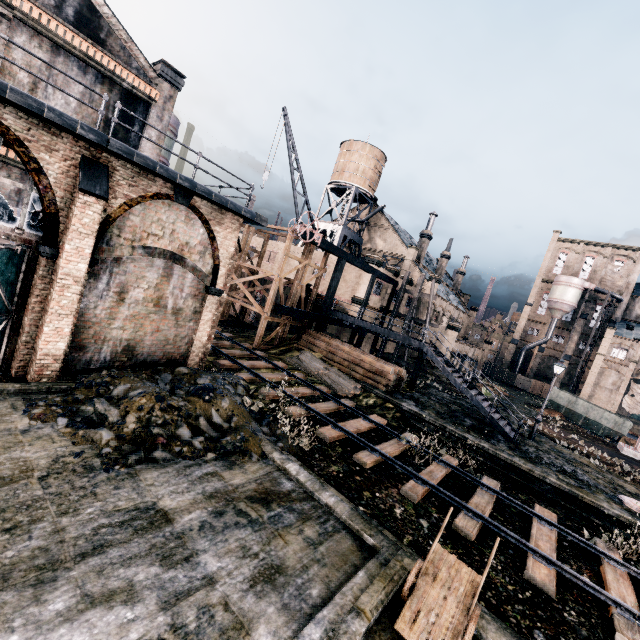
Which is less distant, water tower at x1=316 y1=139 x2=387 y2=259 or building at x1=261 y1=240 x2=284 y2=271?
building at x1=261 y1=240 x2=284 y2=271

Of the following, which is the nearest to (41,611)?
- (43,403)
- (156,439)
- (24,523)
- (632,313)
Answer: (24,523)

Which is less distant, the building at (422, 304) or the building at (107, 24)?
the building at (107, 24)

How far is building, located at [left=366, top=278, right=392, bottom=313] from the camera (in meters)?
35.50

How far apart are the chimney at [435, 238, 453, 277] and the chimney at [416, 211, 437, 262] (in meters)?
9.45

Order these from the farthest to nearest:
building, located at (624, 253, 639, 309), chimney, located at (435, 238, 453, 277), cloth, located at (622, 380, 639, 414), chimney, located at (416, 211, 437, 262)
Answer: building, located at (624, 253, 639, 309)
chimney, located at (435, 238, 453, 277)
cloth, located at (622, 380, 639, 414)
chimney, located at (416, 211, 437, 262)

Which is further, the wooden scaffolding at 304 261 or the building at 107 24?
the wooden scaffolding at 304 261

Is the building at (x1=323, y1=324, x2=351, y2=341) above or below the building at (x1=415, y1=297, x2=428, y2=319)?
below
